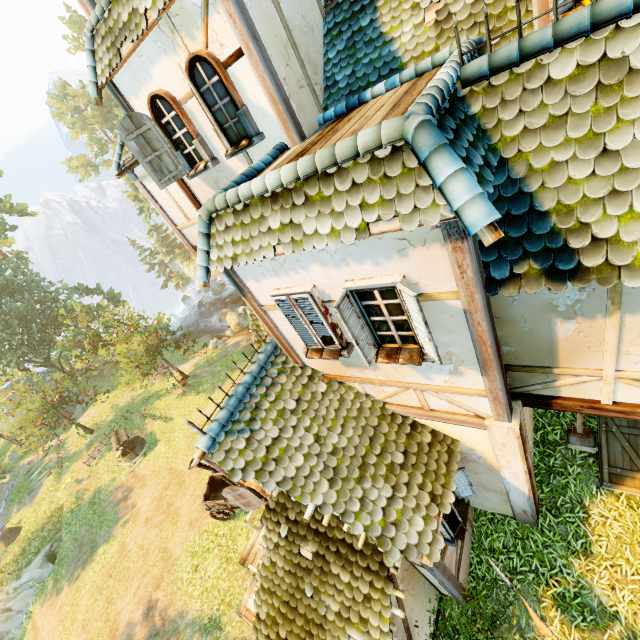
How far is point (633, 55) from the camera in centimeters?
260cm

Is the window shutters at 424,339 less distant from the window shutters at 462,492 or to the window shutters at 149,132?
the window shutters at 462,492

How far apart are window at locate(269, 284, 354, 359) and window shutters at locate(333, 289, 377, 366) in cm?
48

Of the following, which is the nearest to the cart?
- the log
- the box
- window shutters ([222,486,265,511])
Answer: the box

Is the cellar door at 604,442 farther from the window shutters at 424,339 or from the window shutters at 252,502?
the window shutters at 252,502

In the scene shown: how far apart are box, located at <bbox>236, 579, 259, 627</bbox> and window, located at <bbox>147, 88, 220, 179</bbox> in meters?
11.9 m

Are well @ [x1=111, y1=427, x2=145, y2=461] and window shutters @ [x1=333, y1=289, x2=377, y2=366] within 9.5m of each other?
no

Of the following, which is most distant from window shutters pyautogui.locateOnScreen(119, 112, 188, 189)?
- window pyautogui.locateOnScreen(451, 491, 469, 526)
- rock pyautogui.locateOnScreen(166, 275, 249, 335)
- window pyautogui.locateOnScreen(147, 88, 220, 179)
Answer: rock pyautogui.locateOnScreen(166, 275, 249, 335)
